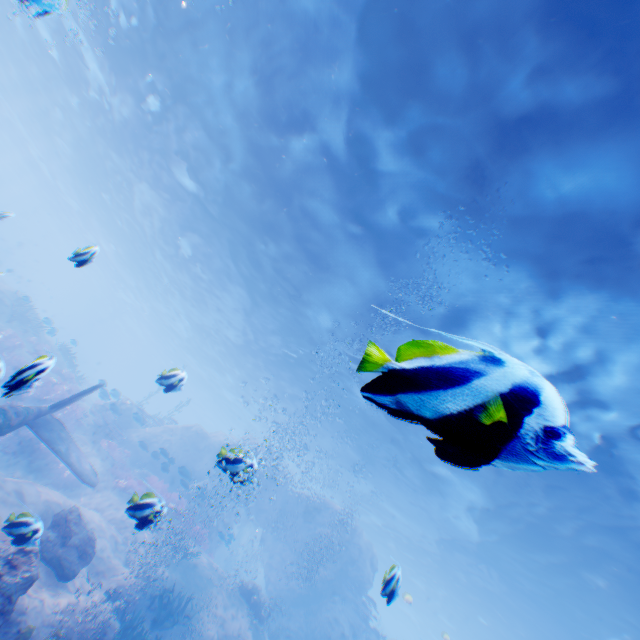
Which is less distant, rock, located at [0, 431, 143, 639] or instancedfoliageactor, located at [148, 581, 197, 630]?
rock, located at [0, 431, 143, 639]

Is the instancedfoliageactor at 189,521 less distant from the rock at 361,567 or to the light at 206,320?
the rock at 361,567

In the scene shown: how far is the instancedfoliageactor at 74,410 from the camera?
16.75m

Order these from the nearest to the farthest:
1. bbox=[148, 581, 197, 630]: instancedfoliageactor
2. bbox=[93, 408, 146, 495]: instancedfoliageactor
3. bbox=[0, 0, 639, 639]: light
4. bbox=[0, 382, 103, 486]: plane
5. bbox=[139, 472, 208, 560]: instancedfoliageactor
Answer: bbox=[139, 472, 208, 560]: instancedfoliageactor
bbox=[0, 0, 639, 639]: light
bbox=[0, 382, 103, 486]: plane
bbox=[148, 581, 197, 630]: instancedfoliageactor
bbox=[93, 408, 146, 495]: instancedfoliageactor

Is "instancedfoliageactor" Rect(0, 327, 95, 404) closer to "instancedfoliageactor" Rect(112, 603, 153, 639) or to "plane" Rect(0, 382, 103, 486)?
"plane" Rect(0, 382, 103, 486)

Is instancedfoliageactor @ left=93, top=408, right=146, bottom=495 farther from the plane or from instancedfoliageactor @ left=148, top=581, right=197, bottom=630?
instancedfoliageactor @ left=148, top=581, right=197, bottom=630

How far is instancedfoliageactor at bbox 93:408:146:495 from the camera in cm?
1566

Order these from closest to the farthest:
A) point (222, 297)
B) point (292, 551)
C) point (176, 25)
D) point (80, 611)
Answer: point (80, 611) → point (176, 25) → point (292, 551) → point (222, 297)
